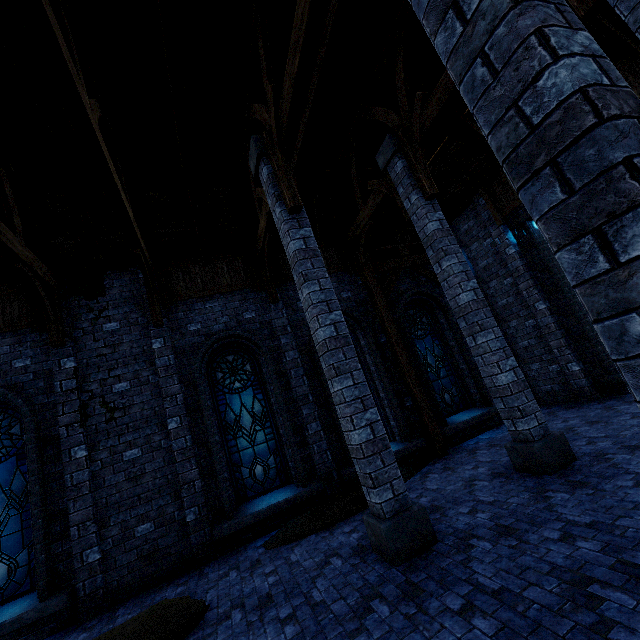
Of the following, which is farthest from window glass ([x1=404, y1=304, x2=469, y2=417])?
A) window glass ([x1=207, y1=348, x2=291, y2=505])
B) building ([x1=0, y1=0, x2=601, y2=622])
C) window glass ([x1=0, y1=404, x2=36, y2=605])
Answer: window glass ([x1=0, y1=404, x2=36, y2=605])

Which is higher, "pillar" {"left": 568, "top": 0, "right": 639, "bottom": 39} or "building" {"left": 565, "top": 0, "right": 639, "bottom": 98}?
"building" {"left": 565, "top": 0, "right": 639, "bottom": 98}

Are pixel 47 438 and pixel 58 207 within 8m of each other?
yes

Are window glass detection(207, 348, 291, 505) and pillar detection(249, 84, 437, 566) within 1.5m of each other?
no

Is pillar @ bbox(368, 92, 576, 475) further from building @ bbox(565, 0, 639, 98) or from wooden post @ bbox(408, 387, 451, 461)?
wooden post @ bbox(408, 387, 451, 461)

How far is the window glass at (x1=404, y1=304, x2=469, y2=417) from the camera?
9.98m

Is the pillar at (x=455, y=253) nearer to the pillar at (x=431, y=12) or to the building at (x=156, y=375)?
the building at (x=156, y=375)

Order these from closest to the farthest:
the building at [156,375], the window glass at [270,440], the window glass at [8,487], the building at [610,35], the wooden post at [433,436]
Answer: the building at [156,375], the window glass at [8,487], the building at [610,35], the window glass at [270,440], the wooden post at [433,436]
